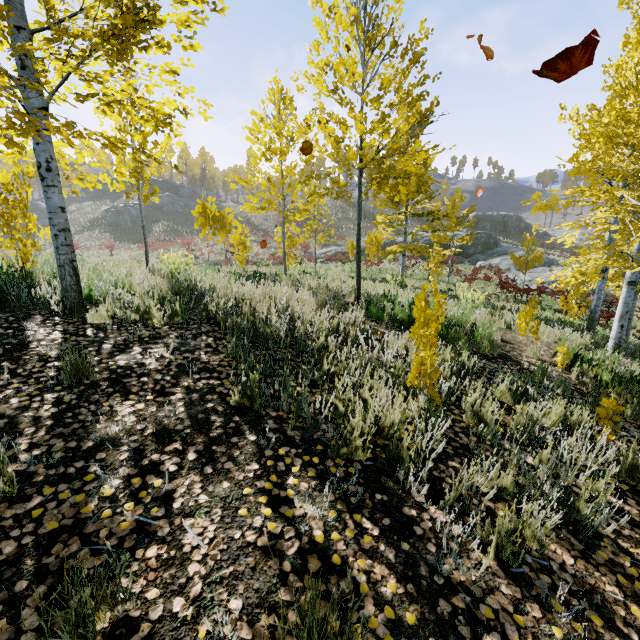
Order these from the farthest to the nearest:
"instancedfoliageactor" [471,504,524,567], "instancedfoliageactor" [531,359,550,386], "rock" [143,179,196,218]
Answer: "rock" [143,179,196,218], "instancedfoliageactor" [531,359,550,386], "instancedfoliageactor" [471,504,524,567]

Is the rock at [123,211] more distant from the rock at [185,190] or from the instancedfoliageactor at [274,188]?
the instancedfoliageactor at [274,188]

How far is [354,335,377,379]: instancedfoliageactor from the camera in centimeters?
337cm

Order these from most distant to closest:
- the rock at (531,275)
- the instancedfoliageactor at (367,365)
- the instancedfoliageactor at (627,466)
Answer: the rock at (531,275) → the instancedfoliageactor at (367,365) → the instancedfoliageactor at (627,466)

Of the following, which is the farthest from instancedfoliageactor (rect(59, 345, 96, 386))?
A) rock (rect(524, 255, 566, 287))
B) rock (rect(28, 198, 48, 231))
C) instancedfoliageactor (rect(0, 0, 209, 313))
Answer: rock (rect(28, 198, 48, 231))

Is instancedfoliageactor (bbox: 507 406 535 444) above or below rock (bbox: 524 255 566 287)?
above

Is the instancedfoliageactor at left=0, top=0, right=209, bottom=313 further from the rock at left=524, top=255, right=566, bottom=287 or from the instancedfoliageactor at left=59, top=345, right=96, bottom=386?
the rock at left=524, top=255, right=566, bottom=287

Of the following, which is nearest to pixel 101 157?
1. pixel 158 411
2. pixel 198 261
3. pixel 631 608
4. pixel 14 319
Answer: pixel 14 319
